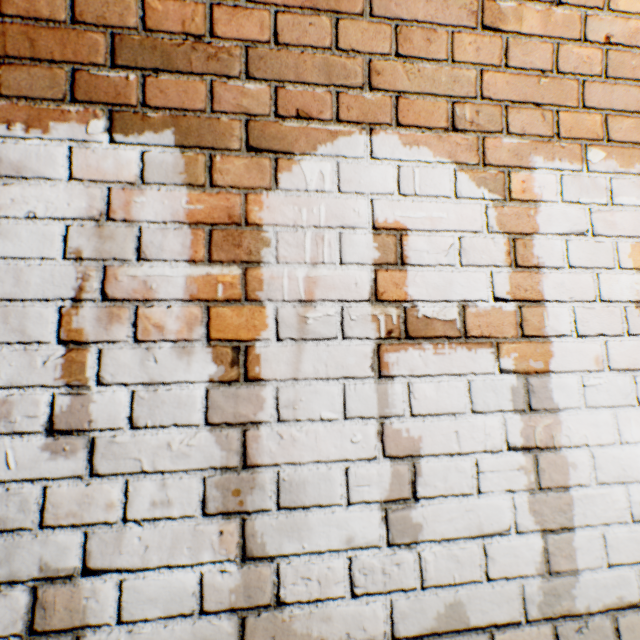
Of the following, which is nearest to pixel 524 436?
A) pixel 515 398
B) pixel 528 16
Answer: pixel 515 398
